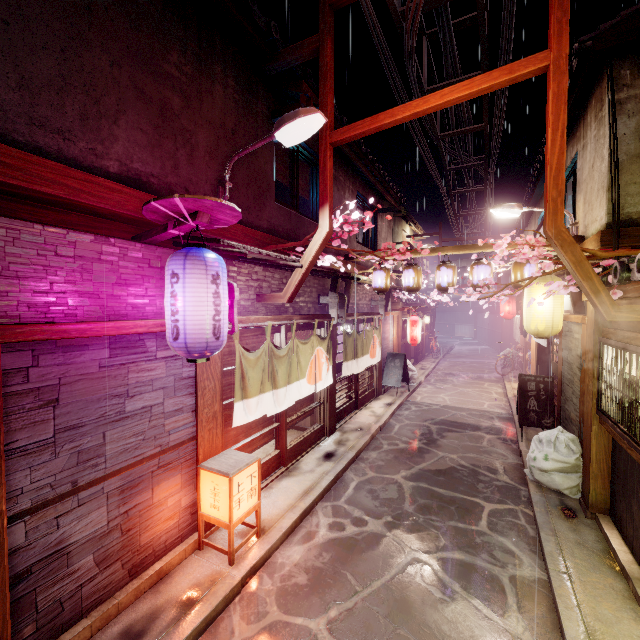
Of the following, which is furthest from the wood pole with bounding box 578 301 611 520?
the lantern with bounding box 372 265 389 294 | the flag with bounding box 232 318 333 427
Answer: the flag with bounding box 232 318 333 427

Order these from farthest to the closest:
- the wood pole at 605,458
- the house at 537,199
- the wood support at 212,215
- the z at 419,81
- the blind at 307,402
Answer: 1. the house at 537,199
2. the blind at 307,402
3. the z at 419,81
4. the wood pole at 605,458
5. the wood support at 212,215

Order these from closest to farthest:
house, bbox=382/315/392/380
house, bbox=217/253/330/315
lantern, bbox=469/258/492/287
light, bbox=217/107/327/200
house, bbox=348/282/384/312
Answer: light, bbox=217/107/327/200, house, bbox=217/253/330/315, lantern, bbox=469/258/492/287, house, bbox=348/282/384/312, house, bbox=382/315/392/380

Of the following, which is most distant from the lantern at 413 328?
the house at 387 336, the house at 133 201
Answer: the house at 133 201

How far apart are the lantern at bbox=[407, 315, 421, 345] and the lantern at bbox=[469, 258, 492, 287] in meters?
8.8

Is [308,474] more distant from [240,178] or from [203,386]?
[240,178]

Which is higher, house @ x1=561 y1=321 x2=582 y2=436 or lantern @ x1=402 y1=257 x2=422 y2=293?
lantern @ x1=402 y1=257 x2=422 y2=293

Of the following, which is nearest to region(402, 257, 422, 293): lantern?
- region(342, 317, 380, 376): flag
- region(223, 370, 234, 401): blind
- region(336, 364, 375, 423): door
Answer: region(342, 317, 380, 376): flag
